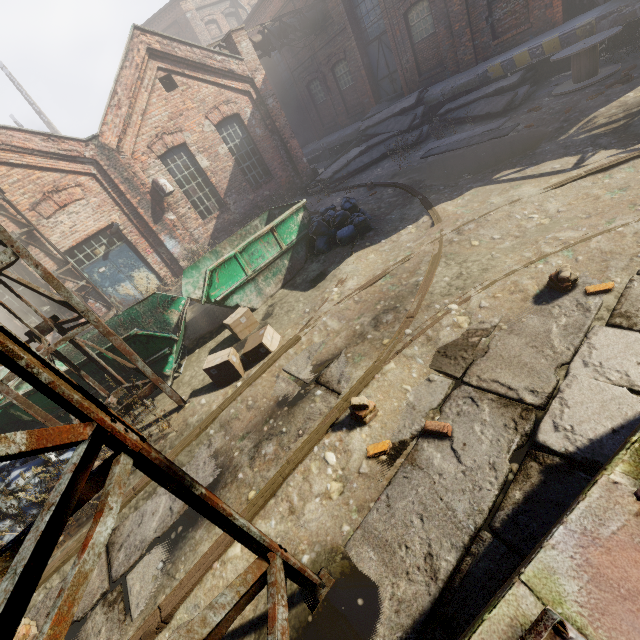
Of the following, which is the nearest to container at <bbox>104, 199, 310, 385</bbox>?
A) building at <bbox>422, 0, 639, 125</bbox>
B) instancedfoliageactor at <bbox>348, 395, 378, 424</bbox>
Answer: instancedfoliageactor at <bbox>348, 395, 378, 424</bbox>

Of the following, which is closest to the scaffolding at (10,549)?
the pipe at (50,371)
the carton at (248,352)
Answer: the pipe at (50,371)

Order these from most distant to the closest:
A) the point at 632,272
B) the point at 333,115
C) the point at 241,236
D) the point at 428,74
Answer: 1. the point at 333,115
2. the point at 428,74
3. the point at 241,236
4. the point at 632,272

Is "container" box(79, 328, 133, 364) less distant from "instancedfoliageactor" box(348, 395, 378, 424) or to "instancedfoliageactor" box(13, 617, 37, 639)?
"instancedfoliageactor" box(13, 617, 37, 639)

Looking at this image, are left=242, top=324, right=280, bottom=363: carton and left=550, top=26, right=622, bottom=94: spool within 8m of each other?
no

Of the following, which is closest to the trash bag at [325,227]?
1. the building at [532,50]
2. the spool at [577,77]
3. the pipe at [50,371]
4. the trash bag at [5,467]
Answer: the pipe at [50,371]

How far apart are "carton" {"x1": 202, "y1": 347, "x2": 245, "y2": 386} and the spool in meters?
11.0 m

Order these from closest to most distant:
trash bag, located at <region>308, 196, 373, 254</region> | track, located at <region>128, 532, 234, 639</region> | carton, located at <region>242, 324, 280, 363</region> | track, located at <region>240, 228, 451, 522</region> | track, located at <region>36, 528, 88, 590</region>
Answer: track, located at <region>128, 532, 234, 639</region>
track, located at <region>240, 228, 451, 522</region>
track, located at <region>36, 528, 88, 590</region>
carton, located at <region>242, 324, 280, 363</region>
trash bag, located at <region>308, 196, 373, 254</region>
